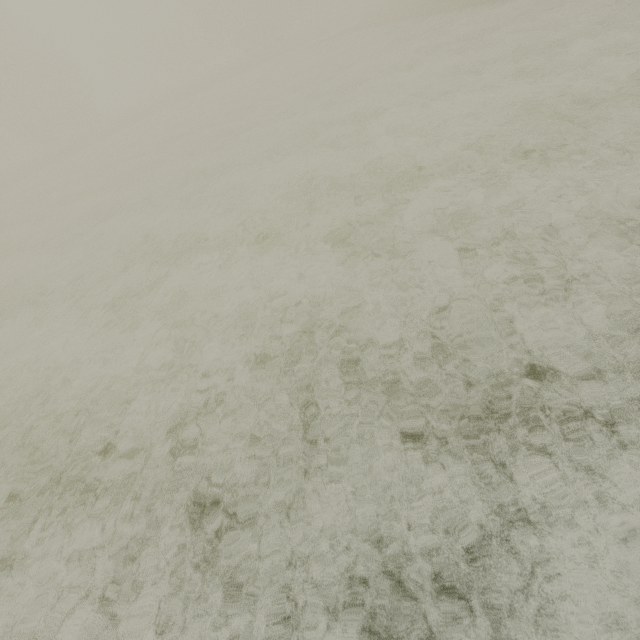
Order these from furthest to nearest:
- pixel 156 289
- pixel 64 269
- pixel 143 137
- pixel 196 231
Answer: pixel 143 137 → pixel 64 269 → pixel 196 231 → pixel 156 289
